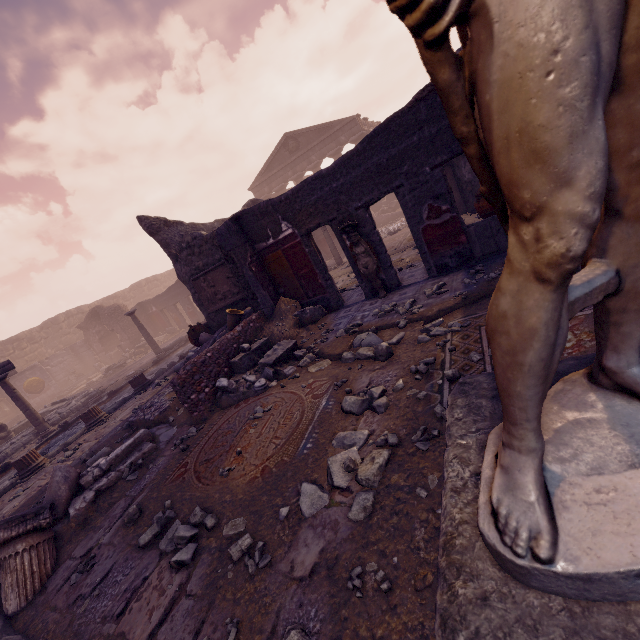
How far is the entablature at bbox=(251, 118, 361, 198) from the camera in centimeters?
2492cm

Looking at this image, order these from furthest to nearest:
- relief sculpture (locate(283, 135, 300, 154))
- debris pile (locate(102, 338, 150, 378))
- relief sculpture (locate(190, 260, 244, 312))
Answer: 1. relief sculpture (locate(283, 135, 300, 154))
2. debris pile (locate(102, 338, 150, 378))
3. relief sculpture (locate(190, 260, 244, 312))

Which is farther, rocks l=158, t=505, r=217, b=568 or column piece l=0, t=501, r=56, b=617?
column piece l=0, t=501, r=56, b=617

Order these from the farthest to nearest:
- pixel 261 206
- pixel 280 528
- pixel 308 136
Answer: pixel 308 136 → pixel 261 206 → pixel 280 528

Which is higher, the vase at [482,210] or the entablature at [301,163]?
the entablature at [301,163]

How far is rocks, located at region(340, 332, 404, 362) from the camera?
4.3m

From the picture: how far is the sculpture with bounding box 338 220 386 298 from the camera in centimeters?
612cm

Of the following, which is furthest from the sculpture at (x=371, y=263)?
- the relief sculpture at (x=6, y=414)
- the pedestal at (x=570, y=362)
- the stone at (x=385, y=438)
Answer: the relief sculpture at (x=6, y=414)
